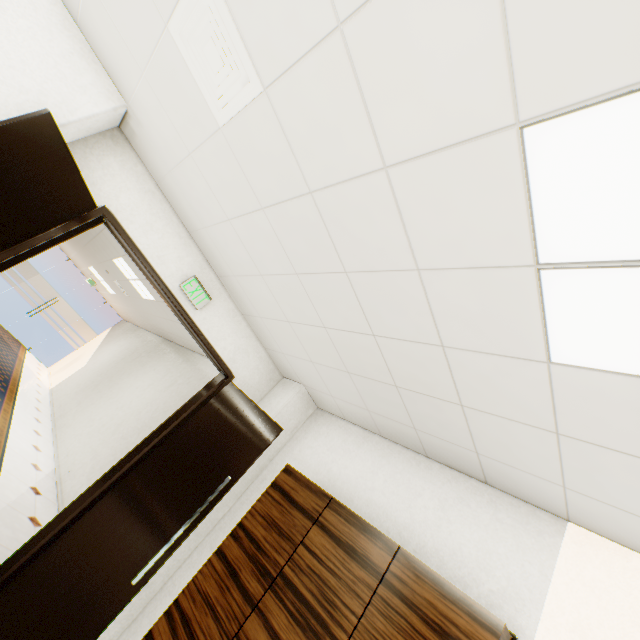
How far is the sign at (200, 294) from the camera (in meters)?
3.15

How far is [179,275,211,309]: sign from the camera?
3.15m

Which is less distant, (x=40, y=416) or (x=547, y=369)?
(x=547, y=369)

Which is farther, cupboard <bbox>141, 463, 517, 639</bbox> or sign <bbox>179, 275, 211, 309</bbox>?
sign <bbox>179, 275, 211, 309</bbox>

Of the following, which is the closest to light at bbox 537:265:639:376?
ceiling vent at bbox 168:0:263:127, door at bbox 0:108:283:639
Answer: ceiling vent at bbox 168:0:263:127

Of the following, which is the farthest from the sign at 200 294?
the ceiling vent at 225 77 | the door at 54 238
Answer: the ceiling vent at 225 77

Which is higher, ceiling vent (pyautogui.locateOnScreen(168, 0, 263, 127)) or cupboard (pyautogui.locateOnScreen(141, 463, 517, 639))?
ceiling vent (pyautogui.locateOnScreen(168, 0, 263, 127))

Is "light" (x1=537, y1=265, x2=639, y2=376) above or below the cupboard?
above
